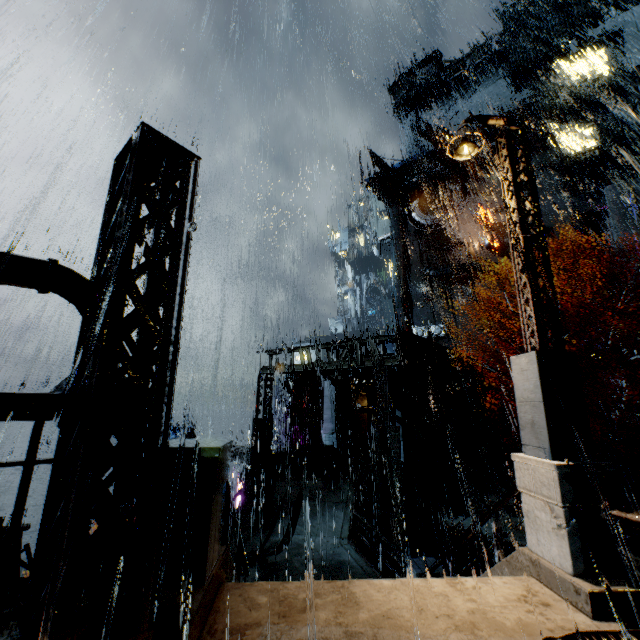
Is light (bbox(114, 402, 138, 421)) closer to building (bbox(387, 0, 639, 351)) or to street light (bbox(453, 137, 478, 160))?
building (bbox(387, 0, 639, 351))

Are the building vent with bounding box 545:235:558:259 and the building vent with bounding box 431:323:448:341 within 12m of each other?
yes

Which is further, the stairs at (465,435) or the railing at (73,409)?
the stairs at (465,435)

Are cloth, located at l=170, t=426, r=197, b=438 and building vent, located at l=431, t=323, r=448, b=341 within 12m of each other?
no

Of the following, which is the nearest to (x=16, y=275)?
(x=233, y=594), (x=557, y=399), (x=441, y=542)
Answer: (x=233, y=594)

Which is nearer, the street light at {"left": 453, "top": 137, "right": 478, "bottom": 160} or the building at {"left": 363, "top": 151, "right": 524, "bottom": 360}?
the street light at {"left": 453, "top": 137, "right": 478, "bottom": 160}

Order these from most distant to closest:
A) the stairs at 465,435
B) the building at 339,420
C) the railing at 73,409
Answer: the stairs at 465,435 → the building at 339,420 → the railing at 73,409

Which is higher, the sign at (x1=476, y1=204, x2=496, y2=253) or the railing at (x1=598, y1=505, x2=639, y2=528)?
the sign at (x1=476, y1=204, x2=496, y2=253)
